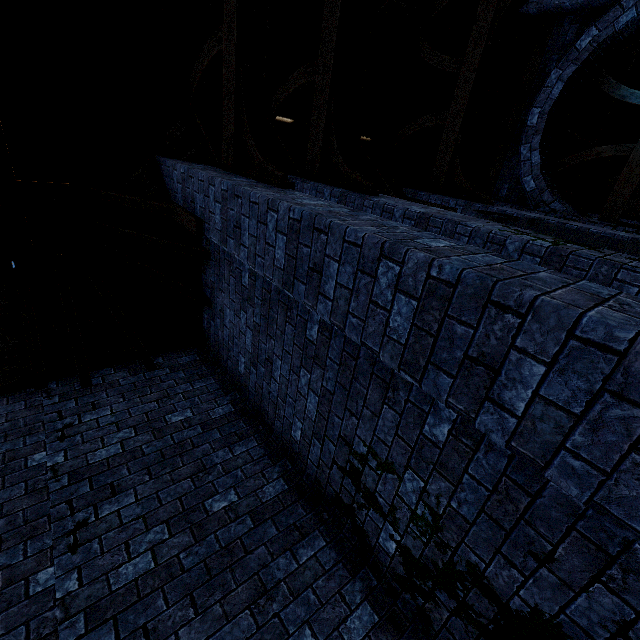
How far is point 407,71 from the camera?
8.4m
